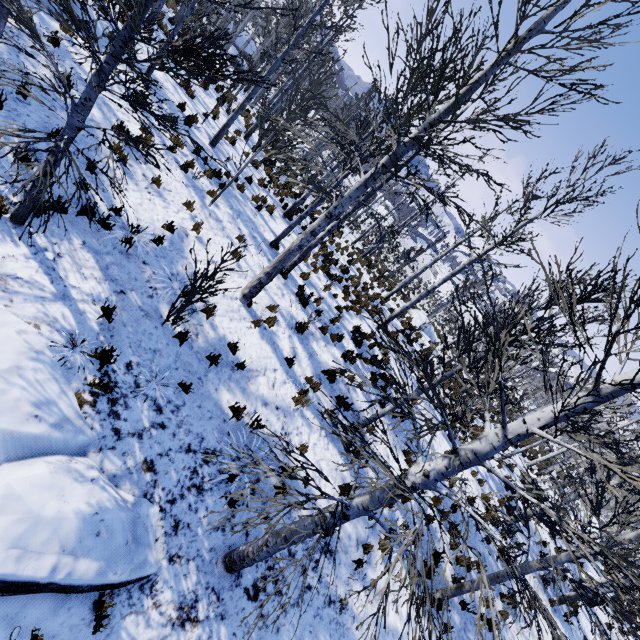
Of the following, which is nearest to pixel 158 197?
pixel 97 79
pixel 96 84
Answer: pixel 97 79

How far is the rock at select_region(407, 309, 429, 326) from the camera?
22.32m

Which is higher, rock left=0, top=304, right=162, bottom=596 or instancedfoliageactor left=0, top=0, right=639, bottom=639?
instancedfoliageactor left=0, top=0, right=639, bottom=639

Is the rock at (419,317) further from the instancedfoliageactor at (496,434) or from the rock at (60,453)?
the rock at (60,453)

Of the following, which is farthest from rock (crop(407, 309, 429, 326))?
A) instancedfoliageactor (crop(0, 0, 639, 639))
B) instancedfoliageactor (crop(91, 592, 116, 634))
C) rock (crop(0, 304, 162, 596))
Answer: rock (crop(0, 304, 162, 596))

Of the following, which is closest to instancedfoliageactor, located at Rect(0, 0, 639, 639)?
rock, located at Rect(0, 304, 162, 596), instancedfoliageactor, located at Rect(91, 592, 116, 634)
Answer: rock, located at Rect(0, 304, 162, 596)

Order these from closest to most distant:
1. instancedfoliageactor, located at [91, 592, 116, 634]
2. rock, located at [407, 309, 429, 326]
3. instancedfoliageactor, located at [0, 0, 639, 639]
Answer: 1. instancedfoliageactor, located at [0, 0, 639, 639]
2. instancedfoliageactor, located at [91, 592, 116, 634]
3. rock, located at [407, 309, 429, 326]

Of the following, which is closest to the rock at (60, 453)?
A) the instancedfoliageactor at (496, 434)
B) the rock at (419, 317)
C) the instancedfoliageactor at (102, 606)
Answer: the instancedfoliageactor at (102, 606)
